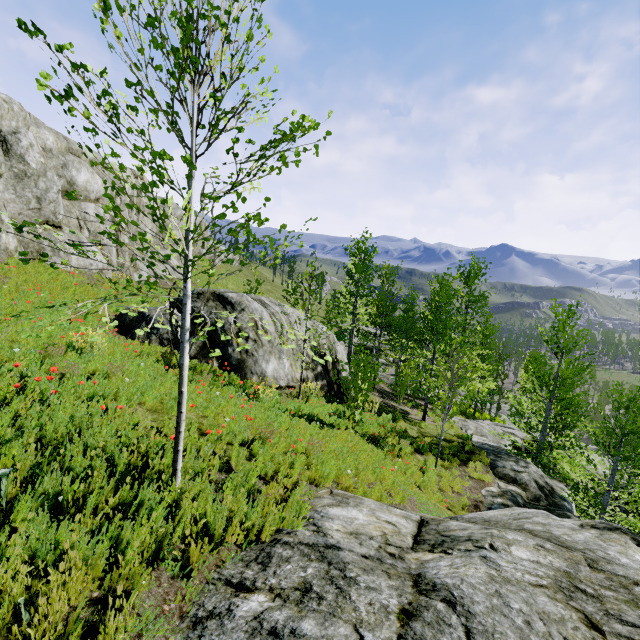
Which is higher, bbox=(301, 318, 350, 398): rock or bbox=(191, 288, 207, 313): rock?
bbox=(191, 288, 207, 313): rock

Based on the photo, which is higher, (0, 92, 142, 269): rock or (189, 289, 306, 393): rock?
(0, 92, 142, 269): rock

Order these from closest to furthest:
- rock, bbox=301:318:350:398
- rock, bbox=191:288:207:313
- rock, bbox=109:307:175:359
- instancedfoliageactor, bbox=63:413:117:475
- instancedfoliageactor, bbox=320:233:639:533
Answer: instancedfoliageactor, bbox=63:413:117:475, rock, bbox=109:307:175:359, instancedfoliageactor, bbox=320:233:639:533, rock, bbox=191:288:207:313, rock, bbox=301:318:350:398

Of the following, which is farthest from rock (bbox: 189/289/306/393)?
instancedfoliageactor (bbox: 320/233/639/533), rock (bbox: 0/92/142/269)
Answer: instancedfoliageactor (bbox: 320/233/639/533)

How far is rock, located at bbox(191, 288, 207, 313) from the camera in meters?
11.9

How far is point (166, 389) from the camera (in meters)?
6.74

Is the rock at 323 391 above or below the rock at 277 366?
below

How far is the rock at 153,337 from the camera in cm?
1025
